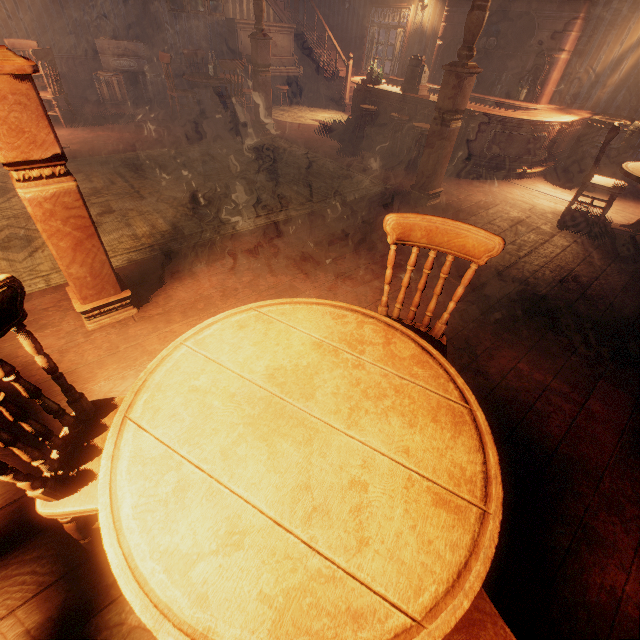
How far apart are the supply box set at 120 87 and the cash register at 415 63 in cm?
628

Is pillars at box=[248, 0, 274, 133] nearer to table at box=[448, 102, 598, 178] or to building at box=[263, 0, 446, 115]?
building at box=[263, 0, 446, 115]

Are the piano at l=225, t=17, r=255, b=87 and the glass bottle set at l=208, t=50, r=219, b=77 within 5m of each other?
yes

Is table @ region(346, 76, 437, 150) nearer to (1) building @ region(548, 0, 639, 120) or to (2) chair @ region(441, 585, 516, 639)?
(1) building @ region(548, 0, 639, 120)

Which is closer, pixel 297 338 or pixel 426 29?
pixel 297 338

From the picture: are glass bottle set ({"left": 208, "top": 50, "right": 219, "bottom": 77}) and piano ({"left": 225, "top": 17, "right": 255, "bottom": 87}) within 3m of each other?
yes

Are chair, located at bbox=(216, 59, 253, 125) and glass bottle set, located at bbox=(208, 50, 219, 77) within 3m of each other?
yes

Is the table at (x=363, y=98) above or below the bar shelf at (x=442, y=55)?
below
